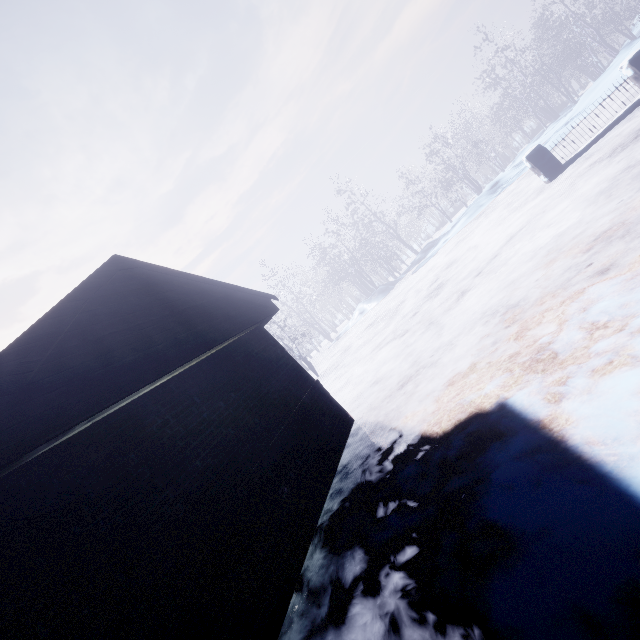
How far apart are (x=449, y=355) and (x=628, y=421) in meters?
2.6 m
